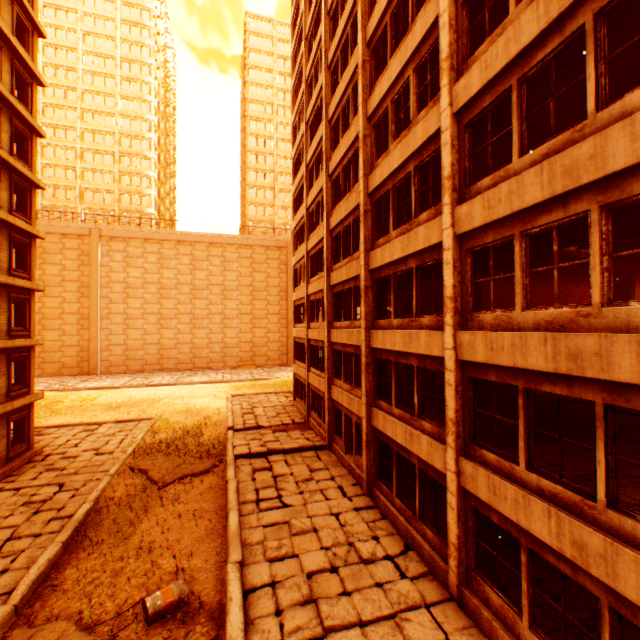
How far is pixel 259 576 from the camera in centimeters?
841cm

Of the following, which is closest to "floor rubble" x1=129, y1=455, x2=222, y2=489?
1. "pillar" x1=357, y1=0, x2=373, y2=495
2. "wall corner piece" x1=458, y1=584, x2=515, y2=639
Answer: "pillar" x1=357, y1=0, x2=373, y2=495

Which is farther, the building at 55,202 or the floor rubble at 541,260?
the building at 55,202

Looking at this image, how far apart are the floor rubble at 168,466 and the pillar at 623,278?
18.4m

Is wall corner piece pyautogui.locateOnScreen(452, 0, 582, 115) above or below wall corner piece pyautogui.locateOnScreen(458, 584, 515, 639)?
above

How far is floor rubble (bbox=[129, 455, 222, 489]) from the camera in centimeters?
1448cm

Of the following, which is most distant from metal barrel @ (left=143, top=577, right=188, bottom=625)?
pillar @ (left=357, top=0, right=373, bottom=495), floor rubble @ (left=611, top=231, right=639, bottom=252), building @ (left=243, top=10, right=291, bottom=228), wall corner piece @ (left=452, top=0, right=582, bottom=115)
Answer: building @ (left=243, top=10, right=291, bottom=228)

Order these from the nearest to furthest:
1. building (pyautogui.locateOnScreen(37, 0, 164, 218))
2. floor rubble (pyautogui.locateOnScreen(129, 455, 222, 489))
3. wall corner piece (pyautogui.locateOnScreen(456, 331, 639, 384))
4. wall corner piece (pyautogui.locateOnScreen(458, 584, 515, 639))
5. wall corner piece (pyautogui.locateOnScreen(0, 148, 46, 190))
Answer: wall corner piece (pyautogui.locateOnScreen(456, 331, 639, 384))
wall corner piece (pyautogui.locateOnScreen(458, 584, 515, 639))
floor rubble (pyautogui.locateOnScreen(129, 455, 222, 489))
wall corner piece (pyautogui.locateOnScreen(0, 148, 46, 190))
building (pyautogui.locateOnScreen(37, 0, 164, 218))
